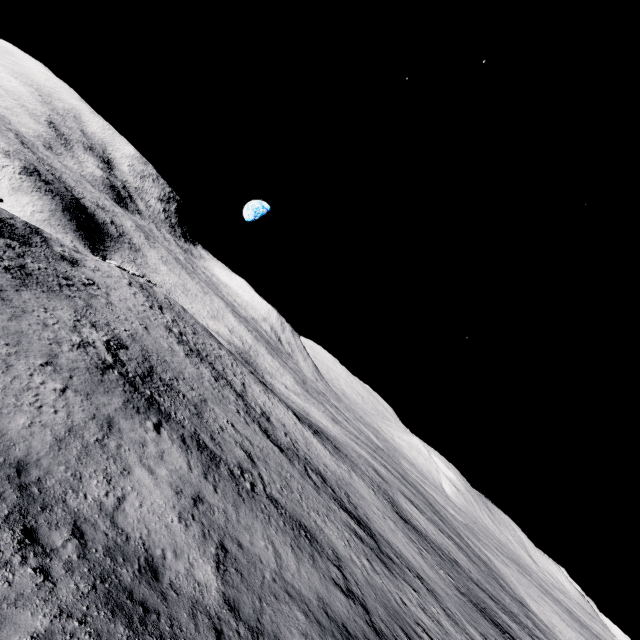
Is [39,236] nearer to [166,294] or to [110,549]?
[166,294]
